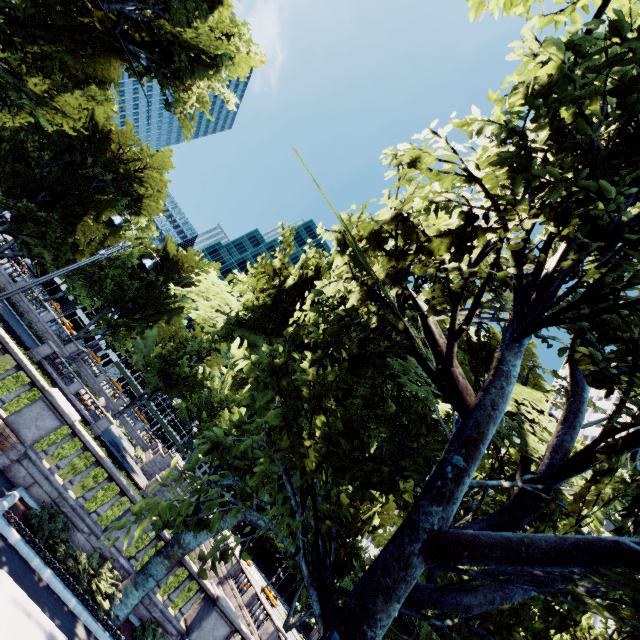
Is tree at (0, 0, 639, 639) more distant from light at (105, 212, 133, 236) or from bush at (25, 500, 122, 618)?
light at (105, 212, 133, 236)

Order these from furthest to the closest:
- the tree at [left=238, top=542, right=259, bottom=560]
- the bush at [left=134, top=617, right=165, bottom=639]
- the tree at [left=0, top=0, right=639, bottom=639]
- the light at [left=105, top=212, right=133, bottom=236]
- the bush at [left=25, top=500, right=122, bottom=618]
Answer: the light at [left=105, top=212, right=133, bottom=236], the bush at [left=134, top=617, right=165, bottom=639], the bush at [left=25, top=500, right=122, bottom=618], the tree at [left=238, top=542, right=259, bottom=560], the tree at [left=0, top=0, right=639, bottom=639]

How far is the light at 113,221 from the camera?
11.7 meters

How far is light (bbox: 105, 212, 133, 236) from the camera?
11.7 meters

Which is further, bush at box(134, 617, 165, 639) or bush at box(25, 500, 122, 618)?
bush at box(134, 617, 165, 639)

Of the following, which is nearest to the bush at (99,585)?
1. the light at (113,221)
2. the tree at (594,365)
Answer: the tree at (594,365)

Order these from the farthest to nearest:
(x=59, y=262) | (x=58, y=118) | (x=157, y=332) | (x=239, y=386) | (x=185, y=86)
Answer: (x=157, y=332), (x=59, y=262), (x=185, y=86), (x=58, y=118), (x=239, y=386)

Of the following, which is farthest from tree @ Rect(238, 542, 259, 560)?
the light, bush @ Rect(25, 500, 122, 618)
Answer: the light
